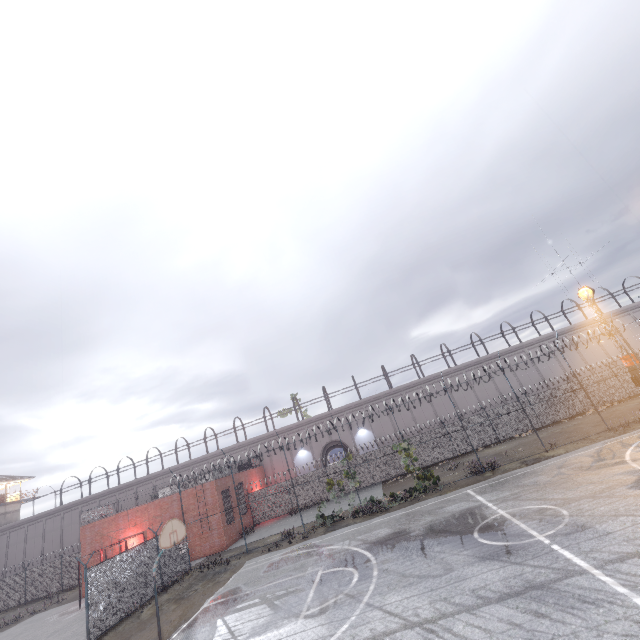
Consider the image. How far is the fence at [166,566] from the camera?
18.5m

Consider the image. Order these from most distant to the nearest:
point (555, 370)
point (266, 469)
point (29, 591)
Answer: point (266, 469)
point (555, 370)
point (29, 591)

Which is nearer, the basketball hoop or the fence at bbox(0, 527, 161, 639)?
the basketball hoop

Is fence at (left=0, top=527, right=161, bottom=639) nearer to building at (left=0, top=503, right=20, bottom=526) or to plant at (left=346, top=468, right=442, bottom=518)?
plant at (left=346, top=468, right=442, bottom=518)

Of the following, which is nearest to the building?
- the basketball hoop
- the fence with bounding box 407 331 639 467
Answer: the fence with bounding box 407 331 639 467

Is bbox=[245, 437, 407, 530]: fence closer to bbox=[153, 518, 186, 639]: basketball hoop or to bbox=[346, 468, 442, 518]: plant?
bbox=[346, 468, 442, 518]: plant

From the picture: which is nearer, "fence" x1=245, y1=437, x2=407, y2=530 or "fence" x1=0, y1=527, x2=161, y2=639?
"fence" x1=0, y1=527, x2=161, y2=639
